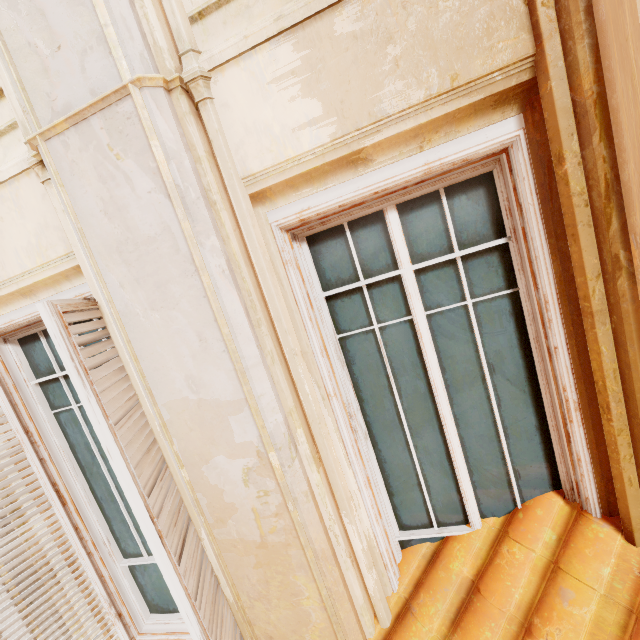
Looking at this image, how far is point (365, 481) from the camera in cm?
184

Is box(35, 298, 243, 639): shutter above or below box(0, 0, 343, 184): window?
below

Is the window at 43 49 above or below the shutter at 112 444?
above
